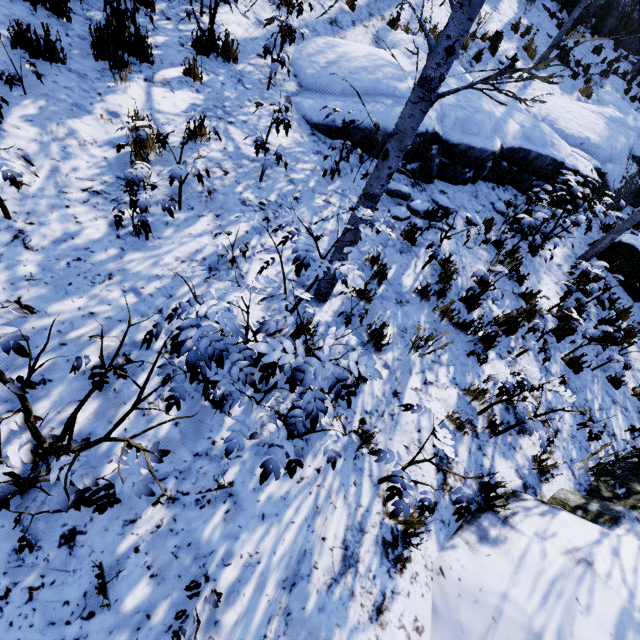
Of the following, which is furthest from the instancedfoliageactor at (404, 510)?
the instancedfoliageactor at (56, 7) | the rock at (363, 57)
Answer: the rock at (363, 57)

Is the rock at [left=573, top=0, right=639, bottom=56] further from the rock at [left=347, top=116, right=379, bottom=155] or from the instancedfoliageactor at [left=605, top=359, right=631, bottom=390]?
the instancedfoliageactor at [left=605, top=359, right=631, bottom=390]

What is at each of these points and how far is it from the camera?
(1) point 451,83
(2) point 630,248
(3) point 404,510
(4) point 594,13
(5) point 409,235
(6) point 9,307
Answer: (1) rock, 7.1 meters
(2) rock, 7.5 meters
(3) instancedfoliageactor, 2.5 meters
(4) rock, 14.5 meters
(5) instancedfoliageactor, 5.2 meters
(6) instancedfoliageactor, 1.9 meters

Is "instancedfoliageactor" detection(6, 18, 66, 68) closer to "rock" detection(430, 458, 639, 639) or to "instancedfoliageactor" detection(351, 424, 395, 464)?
"instancedfoliageactor" detection(351, 424, 395, 464)

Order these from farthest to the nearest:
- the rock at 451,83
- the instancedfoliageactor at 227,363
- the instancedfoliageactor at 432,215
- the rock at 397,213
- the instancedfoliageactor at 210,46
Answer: the rock at 451,83, the rock at 397,213, the instancedfoliageactor at 210,46, the instancedfoliageactor at 432,215, the instancedfoliageactor at 227,363

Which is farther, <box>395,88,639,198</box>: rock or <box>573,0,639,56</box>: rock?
<box>573,0,639,56</box>: rock

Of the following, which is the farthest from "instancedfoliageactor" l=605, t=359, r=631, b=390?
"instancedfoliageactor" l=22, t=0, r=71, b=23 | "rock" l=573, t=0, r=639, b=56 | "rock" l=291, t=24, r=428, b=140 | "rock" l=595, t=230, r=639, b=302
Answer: "rock" l=573, t=0, r=639, b=56

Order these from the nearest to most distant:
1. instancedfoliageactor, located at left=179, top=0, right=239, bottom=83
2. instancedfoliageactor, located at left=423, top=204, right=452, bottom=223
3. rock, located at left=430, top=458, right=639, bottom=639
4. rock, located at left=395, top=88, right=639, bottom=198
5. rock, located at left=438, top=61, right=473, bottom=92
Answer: rock, located at left=430, top=458, right=639, bottom=639 < instancedfoliageactor, located at left=423, top=204, right=452, bottom=223 < instancedfoliageactor, located at left=179, top=0, right=239, bottom=83 < rock, located at left=395, top=88, right=639, bottom=198 < rock, located at left=438, top=61, right=473, bottom=92
